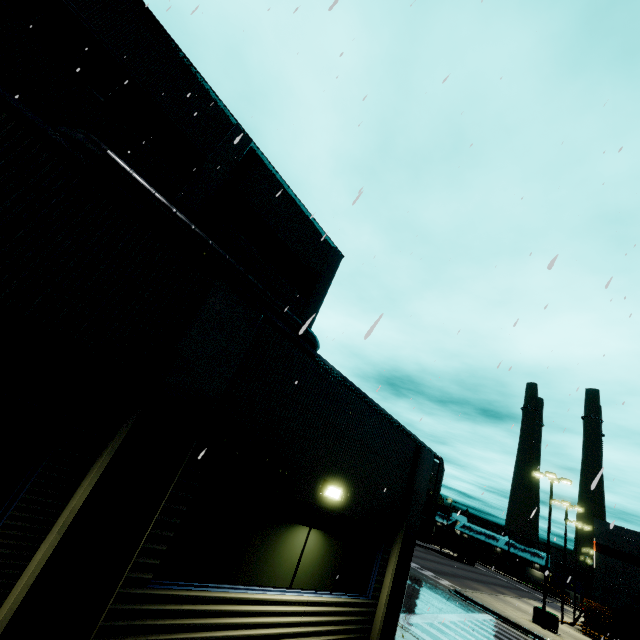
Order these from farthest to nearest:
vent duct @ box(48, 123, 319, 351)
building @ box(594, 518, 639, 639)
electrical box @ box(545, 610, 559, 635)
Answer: building @ box(594, 518, 639, 639) → electrical box @ box(545, 610, 559, 635) → vent duct @ box(48, 123, 319, 351)

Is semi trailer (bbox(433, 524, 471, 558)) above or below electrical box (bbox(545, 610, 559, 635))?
above

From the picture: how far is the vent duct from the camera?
9.5m

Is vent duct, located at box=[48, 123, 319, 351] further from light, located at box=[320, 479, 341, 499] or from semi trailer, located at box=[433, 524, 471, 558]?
semi trailer, located at box=[433, 524, 471, 558]

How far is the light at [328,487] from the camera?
6.6m

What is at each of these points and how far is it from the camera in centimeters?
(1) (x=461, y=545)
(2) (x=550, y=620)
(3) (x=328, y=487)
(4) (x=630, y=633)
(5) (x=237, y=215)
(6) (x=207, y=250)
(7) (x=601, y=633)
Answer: (1) semi trailer, 5678cm
(2) electrical box, 2172cm
(3) light, 658cm
(4) building, 3222cm
(5) building, 1470cm
(6) vent duct, 1221cm
(7) pallet, 2817cm

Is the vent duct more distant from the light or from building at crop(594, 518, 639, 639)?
the light

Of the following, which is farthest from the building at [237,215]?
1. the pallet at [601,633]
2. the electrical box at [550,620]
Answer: the electrical box at [550,620]
